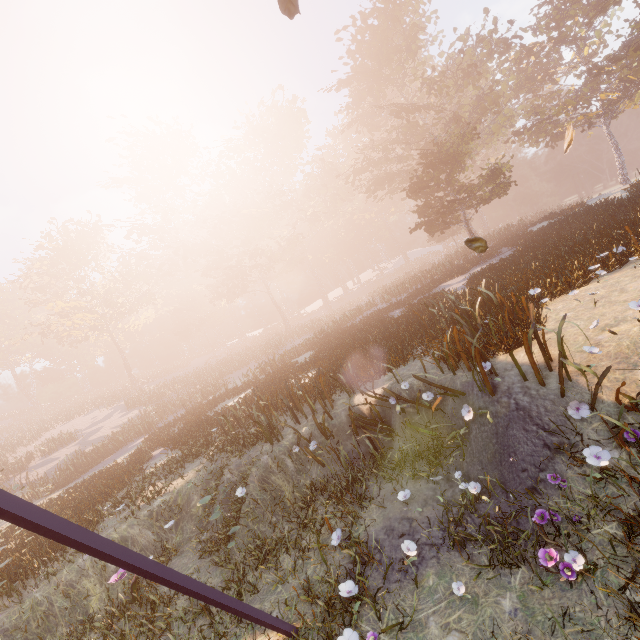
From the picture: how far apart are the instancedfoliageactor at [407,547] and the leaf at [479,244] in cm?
289

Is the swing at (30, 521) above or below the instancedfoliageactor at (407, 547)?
above

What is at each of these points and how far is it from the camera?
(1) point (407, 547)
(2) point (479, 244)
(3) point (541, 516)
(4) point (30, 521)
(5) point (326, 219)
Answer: →
(1) instancedfoliageactor, 4.4 meters
(2) leaf, 5.2 meters
(3) instancedfoliageactor, 3.7 meters
(4) swing, 2.0 meters
(5) instancedfoliageactor, 54.7 meters

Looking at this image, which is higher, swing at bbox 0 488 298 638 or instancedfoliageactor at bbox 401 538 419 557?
swing at bbox 0 488 298 638

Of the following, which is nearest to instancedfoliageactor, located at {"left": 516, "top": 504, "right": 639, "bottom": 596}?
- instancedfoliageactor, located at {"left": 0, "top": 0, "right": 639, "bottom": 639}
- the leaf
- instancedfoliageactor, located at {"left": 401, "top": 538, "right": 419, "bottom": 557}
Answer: instancedfoliageactor, located at {"left": 401, "top": 538, "right": 419, "bottom": 557}

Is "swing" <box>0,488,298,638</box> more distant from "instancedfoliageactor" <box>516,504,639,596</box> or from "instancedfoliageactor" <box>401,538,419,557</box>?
"instancedfoliageactor" <box>516,504,639,596</box>

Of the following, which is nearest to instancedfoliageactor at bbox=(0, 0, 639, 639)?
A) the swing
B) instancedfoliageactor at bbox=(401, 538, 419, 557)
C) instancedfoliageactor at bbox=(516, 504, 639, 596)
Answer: the swing

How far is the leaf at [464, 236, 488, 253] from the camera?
5.2 meters
